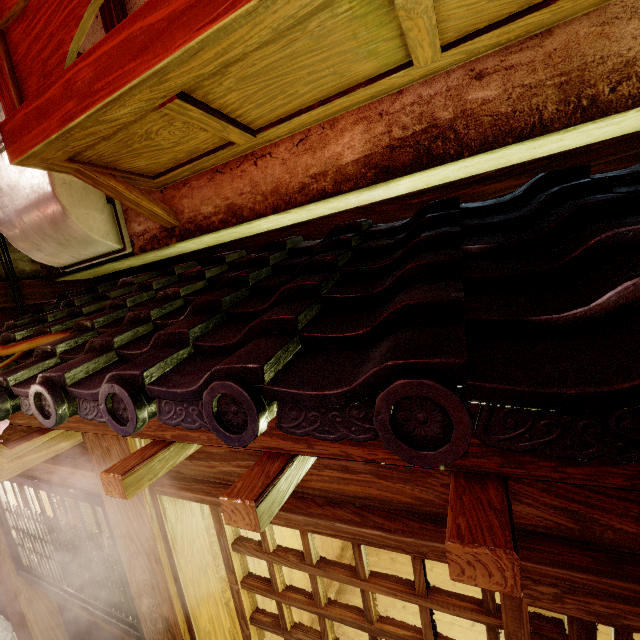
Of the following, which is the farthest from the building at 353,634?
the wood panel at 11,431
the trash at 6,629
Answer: the trash at 6,629

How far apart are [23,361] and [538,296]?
5.3 meters

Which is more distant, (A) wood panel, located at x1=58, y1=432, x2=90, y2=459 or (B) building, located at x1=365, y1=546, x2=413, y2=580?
(B) building, located at x1=365, y1=546, x2=413, y2=580

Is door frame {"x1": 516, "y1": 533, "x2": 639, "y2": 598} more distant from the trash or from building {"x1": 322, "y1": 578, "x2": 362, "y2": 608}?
the trash

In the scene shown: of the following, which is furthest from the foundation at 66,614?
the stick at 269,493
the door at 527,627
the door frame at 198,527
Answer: the stick at 269,493

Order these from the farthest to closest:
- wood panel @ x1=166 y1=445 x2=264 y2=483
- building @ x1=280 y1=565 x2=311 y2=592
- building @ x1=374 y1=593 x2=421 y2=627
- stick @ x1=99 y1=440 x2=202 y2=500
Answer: building @ x1=374 y1=593 x2=421 y2=627
building @ x1=280 y1=565 x2=311 y2=592
wood panel @ x1=166 y1=445 x2=264 y2=483
stick @ x1=99 y1=440 x2=202 y2=500

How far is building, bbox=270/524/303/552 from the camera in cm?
564
